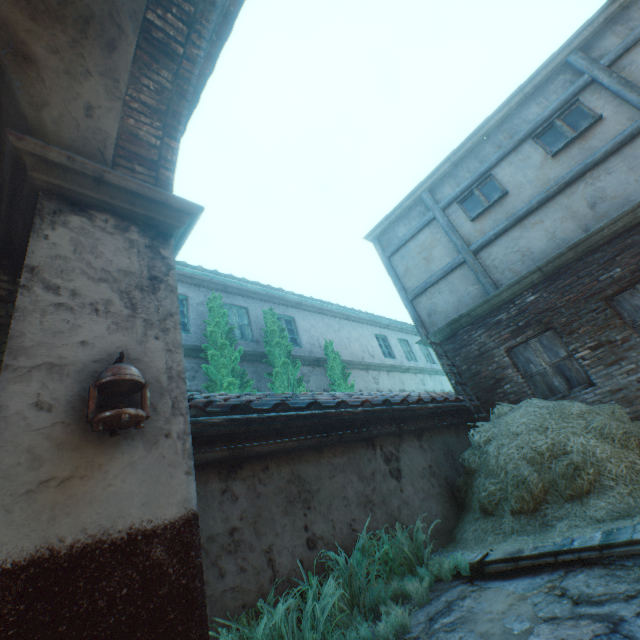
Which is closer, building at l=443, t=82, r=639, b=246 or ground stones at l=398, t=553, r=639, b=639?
ground stones at l=398, t=553, r=639, b=639

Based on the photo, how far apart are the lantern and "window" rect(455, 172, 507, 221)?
8.3m

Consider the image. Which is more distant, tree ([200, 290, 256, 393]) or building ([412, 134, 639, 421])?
tree ([200, 290, 256, 393])

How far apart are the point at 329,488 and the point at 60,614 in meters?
2.9

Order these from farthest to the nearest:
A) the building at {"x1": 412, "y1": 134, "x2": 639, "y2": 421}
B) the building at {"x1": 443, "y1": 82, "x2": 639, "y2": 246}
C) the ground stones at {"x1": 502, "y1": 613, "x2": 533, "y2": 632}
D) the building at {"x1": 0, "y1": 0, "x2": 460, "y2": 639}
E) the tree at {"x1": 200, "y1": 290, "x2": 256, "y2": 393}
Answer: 1. the tree at {"x1": 200, "y1": 290, "x2": 256, "y2": 393}
2. the building at {"x1": 443, "y1": 82, "x2": 639, "y2": 246}
3. the building at {"x1": 412, "y1": 134, "x2": 639, "y2": 421}
4. the ground stones at {"x1": 502, "y1": 613, "x2": 533, "y2": 632}
5. the building at {"x1": 0, "y1": 0, "x2": 460, "y2": 639}

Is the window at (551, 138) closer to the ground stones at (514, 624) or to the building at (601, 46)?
the building at (601, 46)

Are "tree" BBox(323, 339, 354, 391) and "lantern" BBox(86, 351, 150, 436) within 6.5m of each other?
no

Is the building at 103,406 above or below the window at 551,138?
below
